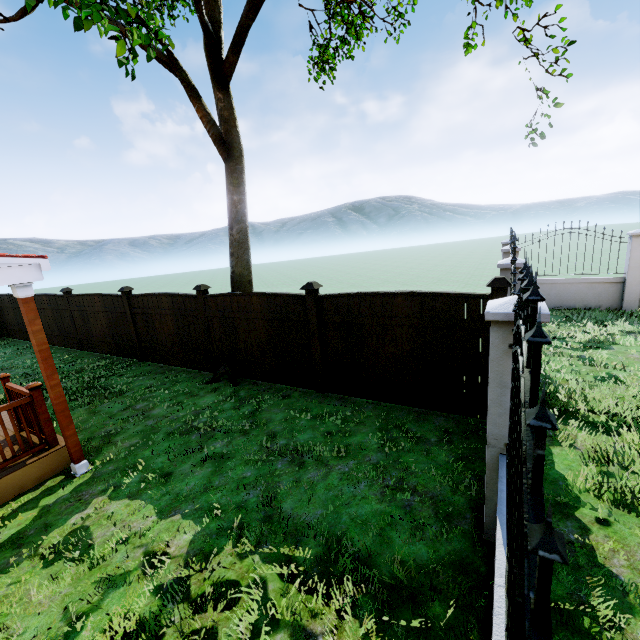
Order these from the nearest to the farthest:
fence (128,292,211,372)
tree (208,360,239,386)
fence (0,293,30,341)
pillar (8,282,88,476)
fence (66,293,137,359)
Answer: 1. pillar (8,282,88,476)
2. tree (208,360,239,386)
3. fence (128,292,211,372)
4. fence (66,293,137,359)
5. fence (0,293,30,341)

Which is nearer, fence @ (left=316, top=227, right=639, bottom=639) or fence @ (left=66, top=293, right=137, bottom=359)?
fence @ (left=316, top=227, right=639, bottom=639)

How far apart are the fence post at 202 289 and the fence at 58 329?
6.7 meters

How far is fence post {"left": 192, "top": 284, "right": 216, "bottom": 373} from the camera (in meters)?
7.55

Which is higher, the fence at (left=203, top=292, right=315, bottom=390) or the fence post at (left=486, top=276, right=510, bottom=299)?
the fence post at (left=486, top=276, right=510, bottom=299)

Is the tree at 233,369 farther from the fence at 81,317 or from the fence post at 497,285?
the fence post at 497,285

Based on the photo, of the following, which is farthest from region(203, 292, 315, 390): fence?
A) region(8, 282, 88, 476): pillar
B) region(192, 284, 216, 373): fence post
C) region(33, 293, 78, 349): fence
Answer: region(33, 293, 78, 349): fence

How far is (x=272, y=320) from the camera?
6.70m
